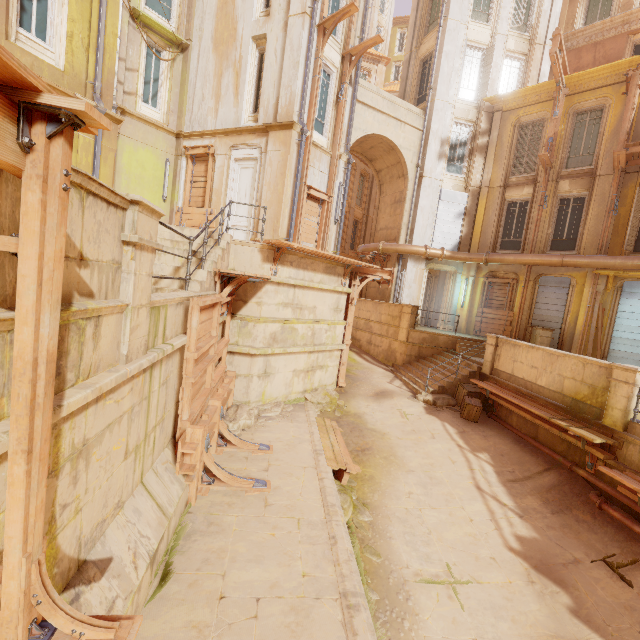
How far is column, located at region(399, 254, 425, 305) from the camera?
17.1 meters

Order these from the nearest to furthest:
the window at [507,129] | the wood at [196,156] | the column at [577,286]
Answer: the wood at [196,156] < the column at [577,286] < the window at [507,129]

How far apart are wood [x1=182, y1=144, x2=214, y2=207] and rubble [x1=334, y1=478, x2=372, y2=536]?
11.27m

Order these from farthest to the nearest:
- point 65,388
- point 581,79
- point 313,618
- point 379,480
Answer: point 581,79 → point 379,480 → point 313,618 → point 65,388

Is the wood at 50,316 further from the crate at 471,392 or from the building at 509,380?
the crate at 471,392

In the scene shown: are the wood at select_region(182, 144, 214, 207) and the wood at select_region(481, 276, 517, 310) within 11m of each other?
no

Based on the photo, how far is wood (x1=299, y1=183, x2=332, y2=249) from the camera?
12.70m

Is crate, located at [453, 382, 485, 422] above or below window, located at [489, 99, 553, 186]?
below
